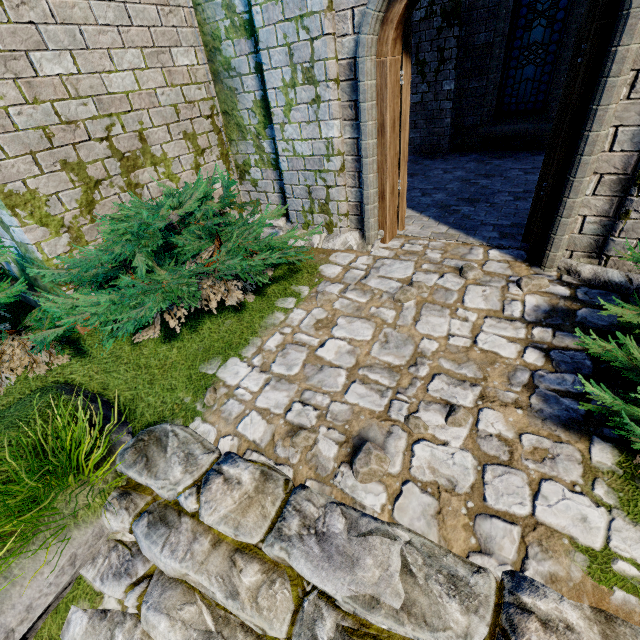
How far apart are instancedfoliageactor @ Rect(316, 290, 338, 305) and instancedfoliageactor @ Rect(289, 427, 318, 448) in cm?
152

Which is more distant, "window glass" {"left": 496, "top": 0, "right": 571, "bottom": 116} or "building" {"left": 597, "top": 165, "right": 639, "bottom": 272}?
"window glass" {"left": 496, "top": 0, "right": 571, "bottom": 116}

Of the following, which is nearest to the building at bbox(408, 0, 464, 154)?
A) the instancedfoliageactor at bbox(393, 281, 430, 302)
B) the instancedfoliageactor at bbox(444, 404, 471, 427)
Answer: the instancedfoliageactor at bbox(393, 281, 430, 302)

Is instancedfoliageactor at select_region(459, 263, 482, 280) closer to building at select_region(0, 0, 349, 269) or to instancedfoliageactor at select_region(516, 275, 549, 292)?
instancedfoliageactor at select_region(516, 275, 549, 292)

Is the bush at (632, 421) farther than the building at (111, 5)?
No

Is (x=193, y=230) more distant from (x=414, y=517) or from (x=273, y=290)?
(x=414, y=517)

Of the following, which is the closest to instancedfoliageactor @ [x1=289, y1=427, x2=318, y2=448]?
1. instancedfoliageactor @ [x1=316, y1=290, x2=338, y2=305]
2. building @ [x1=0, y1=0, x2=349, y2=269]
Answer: instancedfoliageactor @ [x1=316, y1=290, x2=338, y2=305]

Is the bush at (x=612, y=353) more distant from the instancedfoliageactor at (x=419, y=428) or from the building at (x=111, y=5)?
the instancedfoliageactor at (x=419, y=428)
